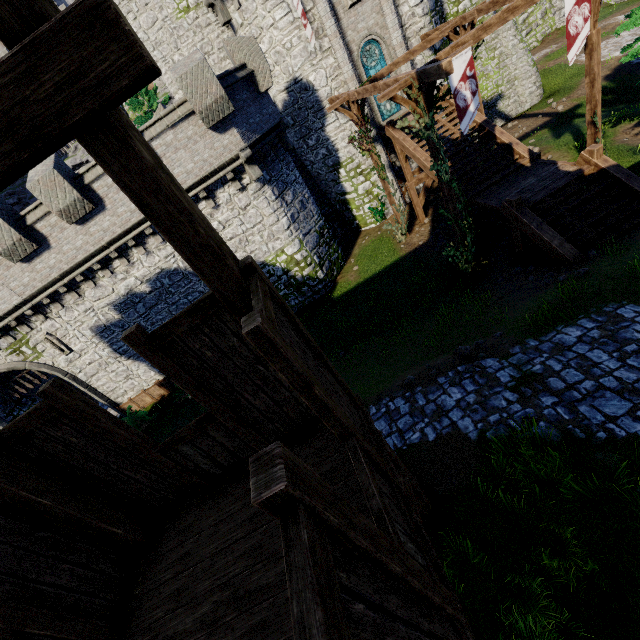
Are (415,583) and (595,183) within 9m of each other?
no

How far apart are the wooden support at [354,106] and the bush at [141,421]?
17.9 meters

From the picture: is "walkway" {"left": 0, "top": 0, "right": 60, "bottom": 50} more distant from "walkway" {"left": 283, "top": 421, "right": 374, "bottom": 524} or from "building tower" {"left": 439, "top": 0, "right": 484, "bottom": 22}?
"building tower" {"left": 439, "top": 0, "right": 484, "bottom": 22}

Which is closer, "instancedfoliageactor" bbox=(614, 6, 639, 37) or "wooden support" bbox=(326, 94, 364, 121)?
"instancedfoliageactor" bbox=(614, 6, 639, 37)

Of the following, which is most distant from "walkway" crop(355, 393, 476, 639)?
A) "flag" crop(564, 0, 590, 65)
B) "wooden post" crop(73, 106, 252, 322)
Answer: "flag" crop(564, 0, 590, 65)

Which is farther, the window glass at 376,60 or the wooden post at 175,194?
the window glass at 376,60

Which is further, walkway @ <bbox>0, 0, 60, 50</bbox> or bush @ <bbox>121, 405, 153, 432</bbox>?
bush @ <bbox>121, 405, 153, 432</bbox>

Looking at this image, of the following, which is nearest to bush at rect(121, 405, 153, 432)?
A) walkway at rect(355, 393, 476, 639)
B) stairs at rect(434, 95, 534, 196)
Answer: walkway at rect(355, 393, 476, 639)
